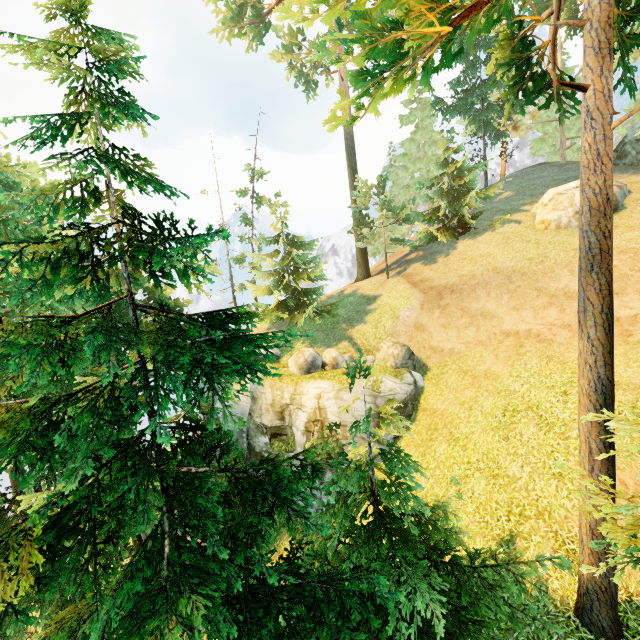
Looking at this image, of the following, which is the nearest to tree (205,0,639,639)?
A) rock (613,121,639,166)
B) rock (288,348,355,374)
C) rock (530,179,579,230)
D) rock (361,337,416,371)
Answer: rock (613,121,639,166)

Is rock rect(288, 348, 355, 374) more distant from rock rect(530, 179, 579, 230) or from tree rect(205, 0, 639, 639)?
rock rect(530, 179, 579, 230)

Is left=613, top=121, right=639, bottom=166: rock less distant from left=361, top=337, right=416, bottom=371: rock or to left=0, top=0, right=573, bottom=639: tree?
left=0, top=0, right=573, bottom=639: tree

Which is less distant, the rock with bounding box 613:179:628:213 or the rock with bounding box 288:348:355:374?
the rock with bounding box 613:179:628:213

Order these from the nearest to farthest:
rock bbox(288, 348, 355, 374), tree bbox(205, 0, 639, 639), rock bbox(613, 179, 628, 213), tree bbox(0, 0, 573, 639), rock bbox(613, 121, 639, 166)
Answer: tree bbox(0, 0, 573, 639)
tree bbox(205, 0, 639, 639)
rock bbox(613, 179, 628, 213)
rock bbox(288, 348, 355, 374)
rock bbox(613, 121, 639, 166)

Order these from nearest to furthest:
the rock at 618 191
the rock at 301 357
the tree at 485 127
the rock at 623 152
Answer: the tree at 485 127
the rock at 618 191
the rock at 301 357
the rock at 623 152

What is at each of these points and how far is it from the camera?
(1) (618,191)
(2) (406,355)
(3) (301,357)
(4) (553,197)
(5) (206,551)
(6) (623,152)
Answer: (1) rock, 17.55m
(2) rock, 17.88m
(3) rock, 18.22m
(4) rock, 19.12m
(5) tree, 5.30m
(6) rock, 21.36m

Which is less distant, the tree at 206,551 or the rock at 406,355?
the tree at 206,551
